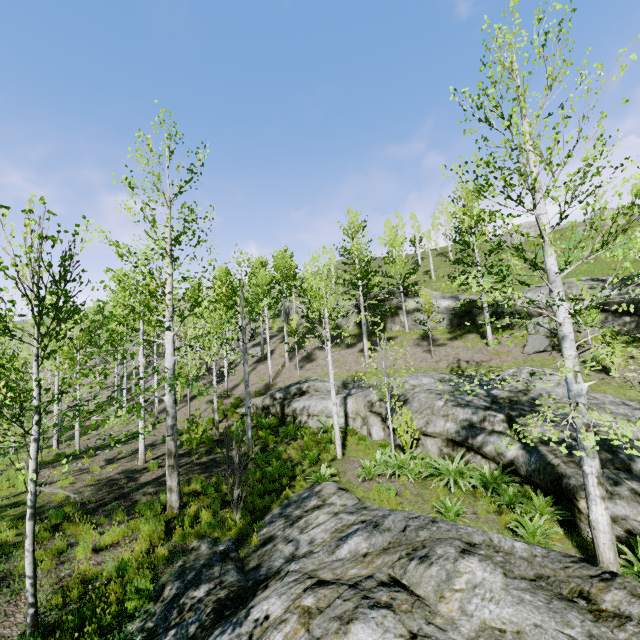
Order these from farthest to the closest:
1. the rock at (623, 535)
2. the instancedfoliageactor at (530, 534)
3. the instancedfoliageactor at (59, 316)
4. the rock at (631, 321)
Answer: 1. the rock at (631, 321)
2. the instancedfoliageactor at (530, 534)
3. the rock at (623, 535)
4. the instancedfoliageactor at (59, 316)

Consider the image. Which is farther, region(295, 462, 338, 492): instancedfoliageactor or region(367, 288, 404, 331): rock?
region(367, 288, 404, 331): rock

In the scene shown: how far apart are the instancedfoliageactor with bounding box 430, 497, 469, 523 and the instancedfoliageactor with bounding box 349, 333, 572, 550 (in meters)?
0.39

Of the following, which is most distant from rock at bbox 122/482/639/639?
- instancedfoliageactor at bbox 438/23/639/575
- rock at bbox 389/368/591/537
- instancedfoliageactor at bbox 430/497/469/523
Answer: rock at bbox 389/368/591/537

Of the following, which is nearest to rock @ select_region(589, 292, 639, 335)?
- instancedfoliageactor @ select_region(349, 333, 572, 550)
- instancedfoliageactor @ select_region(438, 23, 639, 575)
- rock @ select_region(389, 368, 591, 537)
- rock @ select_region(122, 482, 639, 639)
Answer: rock @ select_region(389, 368, 591, 537)

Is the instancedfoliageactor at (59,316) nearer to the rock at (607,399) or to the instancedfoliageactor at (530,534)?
the instancedfoliageactor at (530,534)

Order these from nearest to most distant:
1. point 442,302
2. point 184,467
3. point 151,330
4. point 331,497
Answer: point 331,497 → point 184,467 → point 442,302 → point 151,330

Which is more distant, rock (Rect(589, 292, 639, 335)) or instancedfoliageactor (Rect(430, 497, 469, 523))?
rock (Rect(589, 292, 639, 335))
